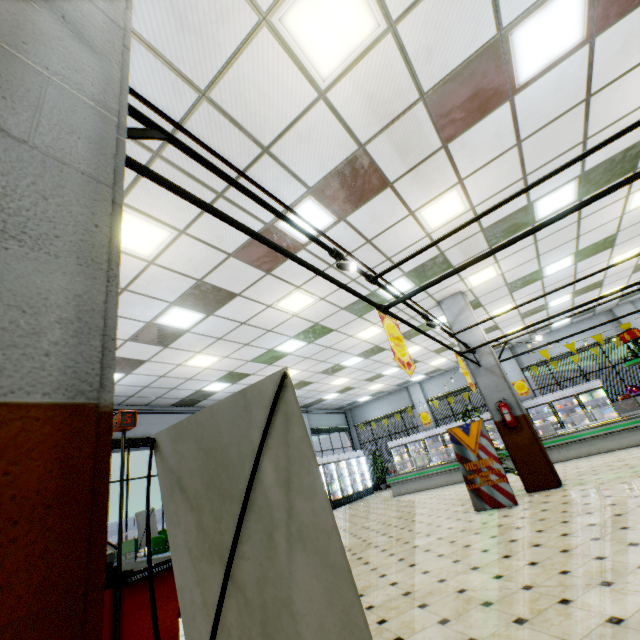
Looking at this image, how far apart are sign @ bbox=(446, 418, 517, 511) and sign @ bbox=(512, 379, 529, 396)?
10.5m

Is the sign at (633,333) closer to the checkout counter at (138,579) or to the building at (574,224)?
the building at (574,224)

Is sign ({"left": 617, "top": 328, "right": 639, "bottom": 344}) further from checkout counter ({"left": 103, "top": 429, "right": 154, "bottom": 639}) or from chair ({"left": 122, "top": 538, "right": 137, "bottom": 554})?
chair ({"left": 122, "top": 538, "right": 137, "bottom": 554})

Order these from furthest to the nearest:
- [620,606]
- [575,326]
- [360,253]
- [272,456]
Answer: [575,326], [360,253], [620,606], [272,456]

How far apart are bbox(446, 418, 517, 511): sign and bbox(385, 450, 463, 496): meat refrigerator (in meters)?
5.26

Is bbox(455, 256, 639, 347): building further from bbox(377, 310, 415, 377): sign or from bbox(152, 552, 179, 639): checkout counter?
bbox(377, 310, 415, 377): sign

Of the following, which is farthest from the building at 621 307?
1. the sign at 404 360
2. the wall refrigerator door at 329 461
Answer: the sign at 404 360

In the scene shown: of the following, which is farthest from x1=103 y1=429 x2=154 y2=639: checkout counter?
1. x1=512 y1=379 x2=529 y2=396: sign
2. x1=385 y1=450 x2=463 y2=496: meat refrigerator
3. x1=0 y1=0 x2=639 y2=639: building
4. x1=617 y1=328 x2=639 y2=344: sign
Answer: x1=512 y1=379 x2=529 y2=396: sign
